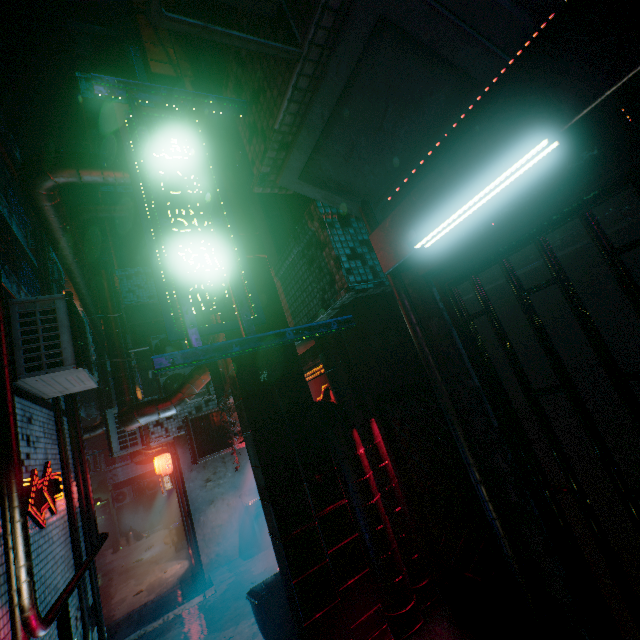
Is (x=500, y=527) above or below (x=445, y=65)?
below

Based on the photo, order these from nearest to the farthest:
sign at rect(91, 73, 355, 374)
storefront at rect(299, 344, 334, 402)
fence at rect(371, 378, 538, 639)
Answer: sign at rect(91, 73, 355, 374)
fence at rect(371, 378, 538, 639)
storefront at rect(299, 344, 334, 402)

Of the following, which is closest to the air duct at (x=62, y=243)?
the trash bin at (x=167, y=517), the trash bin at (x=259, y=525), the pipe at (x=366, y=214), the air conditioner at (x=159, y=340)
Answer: the air conditioner at (x=159, y=340)

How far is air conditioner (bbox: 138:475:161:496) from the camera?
16.7 meters

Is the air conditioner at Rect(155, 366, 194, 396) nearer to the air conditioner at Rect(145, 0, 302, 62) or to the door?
the air conditioner at Rect(145, 0, 302, 62)

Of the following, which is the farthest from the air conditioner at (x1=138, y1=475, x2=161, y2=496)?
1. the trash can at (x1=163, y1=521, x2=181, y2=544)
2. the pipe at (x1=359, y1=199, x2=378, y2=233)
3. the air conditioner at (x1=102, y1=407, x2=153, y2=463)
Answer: the pipe at (x1=359, y1=199, x2=378, y2=233)

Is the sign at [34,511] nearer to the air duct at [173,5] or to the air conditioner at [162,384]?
the air duct at [173,5]

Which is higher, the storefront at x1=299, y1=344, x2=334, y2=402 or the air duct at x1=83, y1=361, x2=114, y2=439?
the air duct at x1=83, y1=361, x2=114, y2=439
